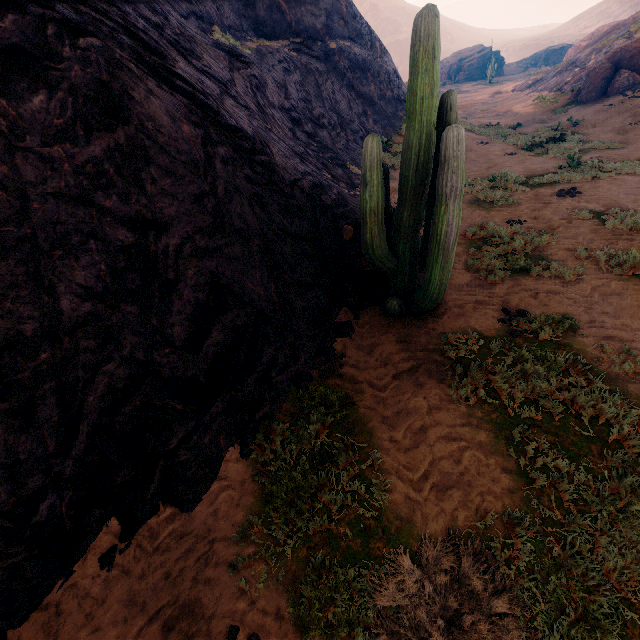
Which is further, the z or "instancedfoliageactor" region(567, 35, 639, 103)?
"instancedfoliageactor" region(567, 35, 639, 103)

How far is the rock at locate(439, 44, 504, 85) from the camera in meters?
57.6

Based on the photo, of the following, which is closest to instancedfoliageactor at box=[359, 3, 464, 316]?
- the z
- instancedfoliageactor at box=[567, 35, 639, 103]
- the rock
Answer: the z

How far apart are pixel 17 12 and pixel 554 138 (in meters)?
19.05

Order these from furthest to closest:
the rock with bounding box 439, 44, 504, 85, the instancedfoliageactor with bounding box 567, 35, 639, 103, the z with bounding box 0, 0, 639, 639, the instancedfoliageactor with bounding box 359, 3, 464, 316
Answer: the rock with bounding box 439, 44, 504, 85 → the instancedfoliageactor with bounding box 567, 35, 639, 103 → the instancedfoliageactor with bounding box 359, 3, 464, 316 → the z with bounding box 0, 0, 639, 639

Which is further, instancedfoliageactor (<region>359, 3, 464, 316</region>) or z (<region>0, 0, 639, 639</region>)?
instancedfoliageactor (<region>359, 3, 464, 316</region>)

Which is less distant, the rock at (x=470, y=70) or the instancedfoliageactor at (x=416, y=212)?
the instancedfoliageactor at (x=416, y=212)

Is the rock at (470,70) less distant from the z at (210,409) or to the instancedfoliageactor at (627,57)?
the z at (210,409)
